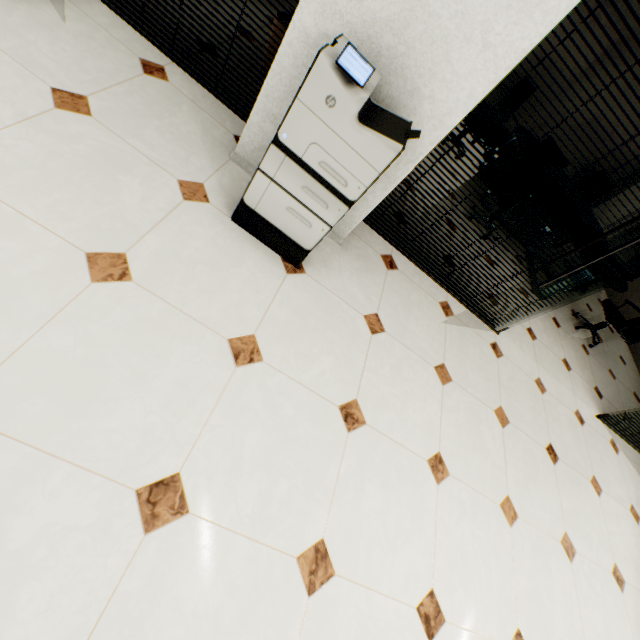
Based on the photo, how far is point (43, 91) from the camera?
1.7m

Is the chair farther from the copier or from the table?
the copier

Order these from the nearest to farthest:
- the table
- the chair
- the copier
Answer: the copier < the table < the chair

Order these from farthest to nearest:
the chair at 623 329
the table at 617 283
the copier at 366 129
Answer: the chair at 623 329, the table at 617 283, the copier at 366 129

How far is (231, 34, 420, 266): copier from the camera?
1.4m

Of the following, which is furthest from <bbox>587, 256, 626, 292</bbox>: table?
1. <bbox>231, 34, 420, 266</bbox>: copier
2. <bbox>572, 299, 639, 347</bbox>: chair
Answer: <bbox>231, 34, 420, 266</bbox>: copier

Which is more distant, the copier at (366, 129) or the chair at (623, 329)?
the chair at (623, 329)
